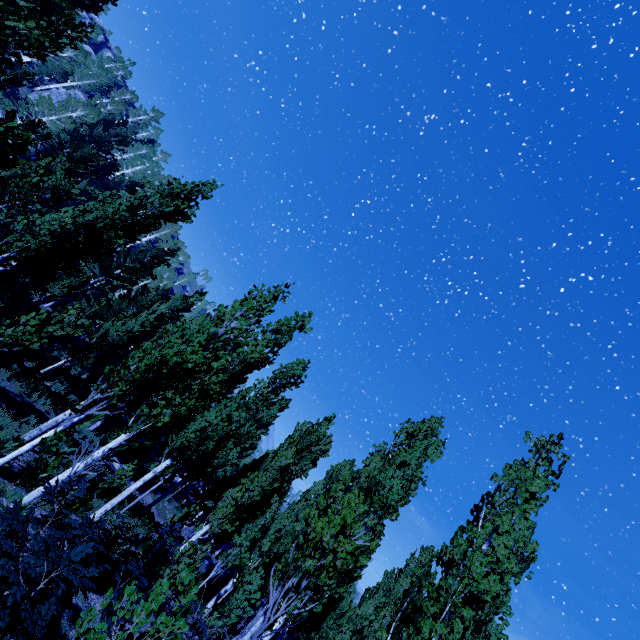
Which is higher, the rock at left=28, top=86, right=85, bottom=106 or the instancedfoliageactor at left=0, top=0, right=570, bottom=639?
the rock at left=28, top=86, right=85, bottom=106

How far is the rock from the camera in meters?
39.2 m

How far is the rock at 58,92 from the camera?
39.22m

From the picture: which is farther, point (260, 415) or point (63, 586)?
point (260, 415)

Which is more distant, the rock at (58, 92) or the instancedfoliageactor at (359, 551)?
the rock at (58, 92)

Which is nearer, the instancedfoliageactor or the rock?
the instancedfoliageactor
